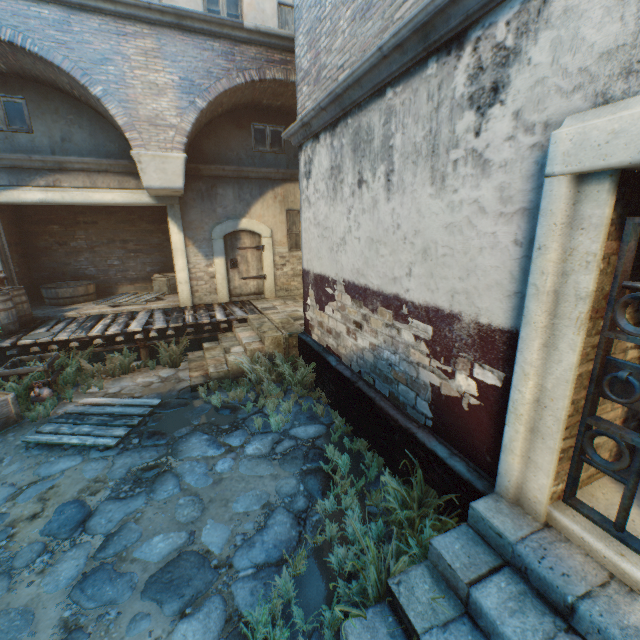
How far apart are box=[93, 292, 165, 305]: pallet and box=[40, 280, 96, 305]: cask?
0.71m

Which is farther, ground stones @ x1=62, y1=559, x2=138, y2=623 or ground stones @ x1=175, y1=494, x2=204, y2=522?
ground stones @ x1=175, y1=494, x2=204, y2=522

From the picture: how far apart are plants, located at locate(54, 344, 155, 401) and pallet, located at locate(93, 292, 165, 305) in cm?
212

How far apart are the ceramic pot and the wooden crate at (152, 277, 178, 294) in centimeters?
508cm

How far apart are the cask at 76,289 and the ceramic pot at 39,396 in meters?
4.4 m

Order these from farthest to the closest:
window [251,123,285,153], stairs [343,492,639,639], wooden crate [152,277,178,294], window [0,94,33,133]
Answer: wooden crate [152,277,178,294]
window [251,123,285,153]
window [0,94,33,133]
stairs [343,492,639,639]

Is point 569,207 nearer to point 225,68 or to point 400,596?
point 400,596

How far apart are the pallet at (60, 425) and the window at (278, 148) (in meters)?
7.40
